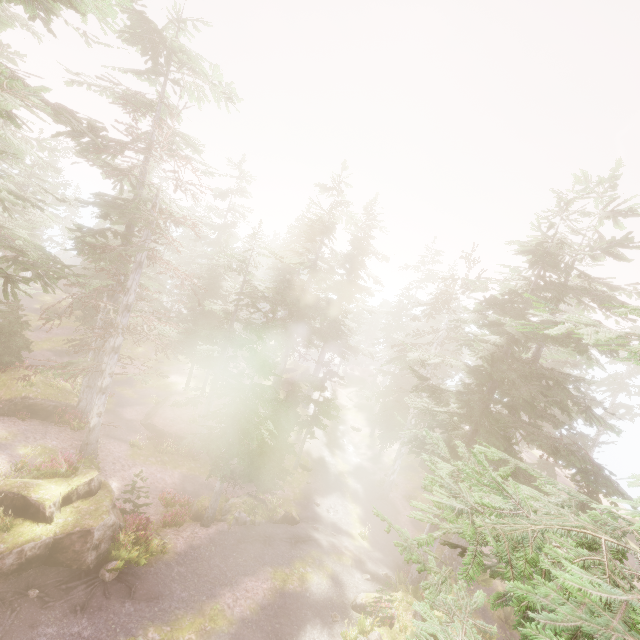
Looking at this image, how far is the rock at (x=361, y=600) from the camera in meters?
15.3

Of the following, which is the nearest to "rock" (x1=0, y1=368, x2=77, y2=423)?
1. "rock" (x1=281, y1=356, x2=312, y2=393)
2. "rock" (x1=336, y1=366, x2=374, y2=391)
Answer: "rock" (x1=281, y1=356, x2=312, y2=393)

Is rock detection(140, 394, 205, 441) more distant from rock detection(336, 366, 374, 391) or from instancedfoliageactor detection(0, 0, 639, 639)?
rock detection(336, 366, 374, 391)

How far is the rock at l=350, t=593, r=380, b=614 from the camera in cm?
1533

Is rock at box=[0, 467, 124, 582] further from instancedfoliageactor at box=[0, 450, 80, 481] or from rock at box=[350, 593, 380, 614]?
rock at box=[350, 593, 380, 614]

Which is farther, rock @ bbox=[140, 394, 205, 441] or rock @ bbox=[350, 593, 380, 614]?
rock @ bbox=[140, 394, 205, 441]

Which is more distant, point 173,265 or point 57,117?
point 173,265

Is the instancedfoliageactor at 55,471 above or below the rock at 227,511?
above
